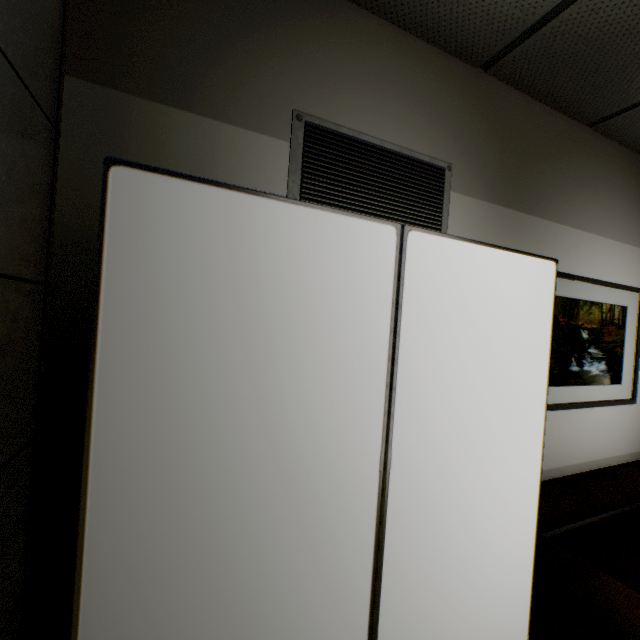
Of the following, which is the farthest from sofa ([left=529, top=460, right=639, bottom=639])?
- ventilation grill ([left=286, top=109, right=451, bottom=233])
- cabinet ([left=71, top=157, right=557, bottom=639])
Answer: ventilation grill ([left=286, top=109, right=451, bottom=233])

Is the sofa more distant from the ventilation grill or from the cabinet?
the ventilation grill

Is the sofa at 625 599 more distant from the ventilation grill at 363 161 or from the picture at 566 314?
the ventilation grill at 363 161

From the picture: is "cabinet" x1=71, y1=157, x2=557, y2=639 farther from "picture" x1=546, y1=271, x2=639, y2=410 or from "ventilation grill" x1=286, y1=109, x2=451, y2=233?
"picture" x1=546, y1=271, x2=639, y2=410

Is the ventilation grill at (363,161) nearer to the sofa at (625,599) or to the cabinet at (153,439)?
the cabinet at (153,439)

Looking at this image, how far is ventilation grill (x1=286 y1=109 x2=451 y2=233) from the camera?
1.3m

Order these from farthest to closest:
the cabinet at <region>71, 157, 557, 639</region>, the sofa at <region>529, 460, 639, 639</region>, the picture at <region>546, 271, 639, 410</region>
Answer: the picture at <region>546, 271, 639, 410</region> < the sofa at <region>529, 460, 639, 639</region> < the cabinet at <region>71, 157, 557, 639</region>

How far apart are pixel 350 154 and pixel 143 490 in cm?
143
